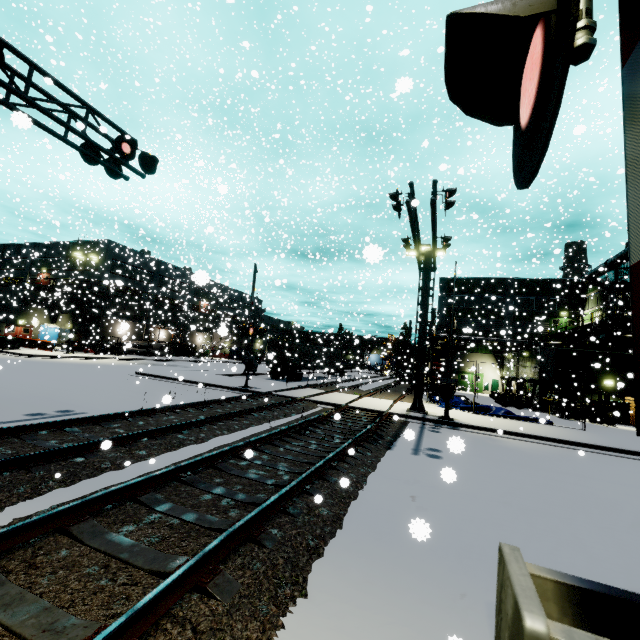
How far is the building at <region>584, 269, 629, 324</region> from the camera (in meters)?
29.22

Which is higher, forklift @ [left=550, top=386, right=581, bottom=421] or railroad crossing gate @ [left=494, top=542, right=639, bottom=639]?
railroad crossing gate @ [left=494, top=542, right=639, bottom=639]

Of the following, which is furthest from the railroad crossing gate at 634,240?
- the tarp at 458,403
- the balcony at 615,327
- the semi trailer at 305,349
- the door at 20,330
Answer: the door at 20,330

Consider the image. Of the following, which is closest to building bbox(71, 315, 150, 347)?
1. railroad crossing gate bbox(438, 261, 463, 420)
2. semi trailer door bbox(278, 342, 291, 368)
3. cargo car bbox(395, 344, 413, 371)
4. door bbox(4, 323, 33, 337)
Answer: door bbox(4, 323, 33, 337)

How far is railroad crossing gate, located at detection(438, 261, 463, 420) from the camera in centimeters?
1502cm

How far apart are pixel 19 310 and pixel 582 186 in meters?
62.3

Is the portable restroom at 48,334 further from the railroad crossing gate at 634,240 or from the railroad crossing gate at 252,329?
the railroad crossing gate at 634,240

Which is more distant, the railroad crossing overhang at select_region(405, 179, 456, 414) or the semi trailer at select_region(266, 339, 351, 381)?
the semi trailer at select_region(266, 339, 351, 381)
